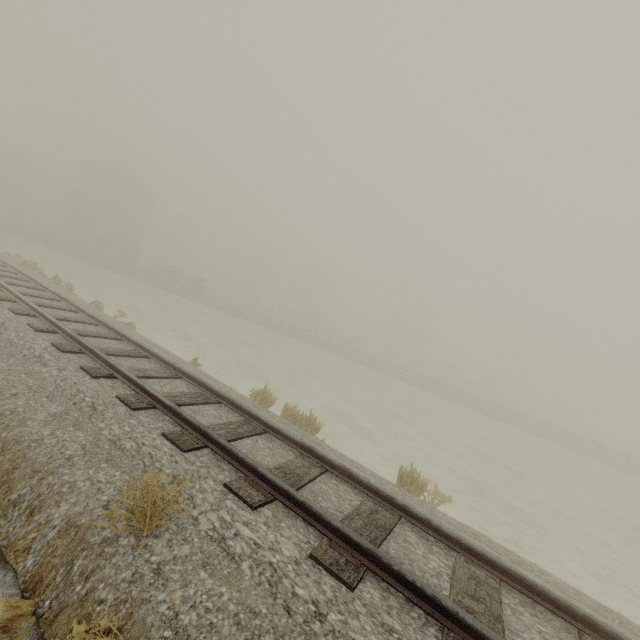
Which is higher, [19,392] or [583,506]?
[19,392]
